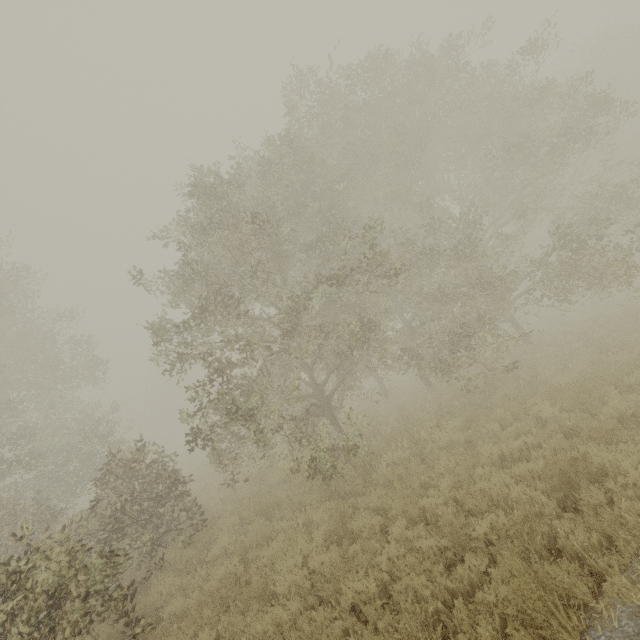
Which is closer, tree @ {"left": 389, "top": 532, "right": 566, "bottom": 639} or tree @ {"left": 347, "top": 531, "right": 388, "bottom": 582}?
tree @ {"left": 389, "top": 532, "right": 566, "bottom": 639}

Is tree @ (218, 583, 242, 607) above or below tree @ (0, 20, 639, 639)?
below

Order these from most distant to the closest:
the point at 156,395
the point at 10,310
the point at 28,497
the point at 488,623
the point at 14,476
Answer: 1. the point at 156,395
2. the point at 14,476
3. the point at 28,497
4. the point at 10,310
5. the point at 488,623

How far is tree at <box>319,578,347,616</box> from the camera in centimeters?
488cm

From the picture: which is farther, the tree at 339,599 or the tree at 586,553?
the tree at 339,599

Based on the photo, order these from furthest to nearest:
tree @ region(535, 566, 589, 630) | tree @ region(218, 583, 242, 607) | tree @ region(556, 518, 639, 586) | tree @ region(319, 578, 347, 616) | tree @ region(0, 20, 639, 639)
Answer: tree @ region(0, 20, 639, 639) < tree @ region(218, 583, 242, 607) < tree @ region(319, 578, 347, 616) < tree @ region(556, 518, 639, 586) < tree @ region(535, 566, 589, 630)
